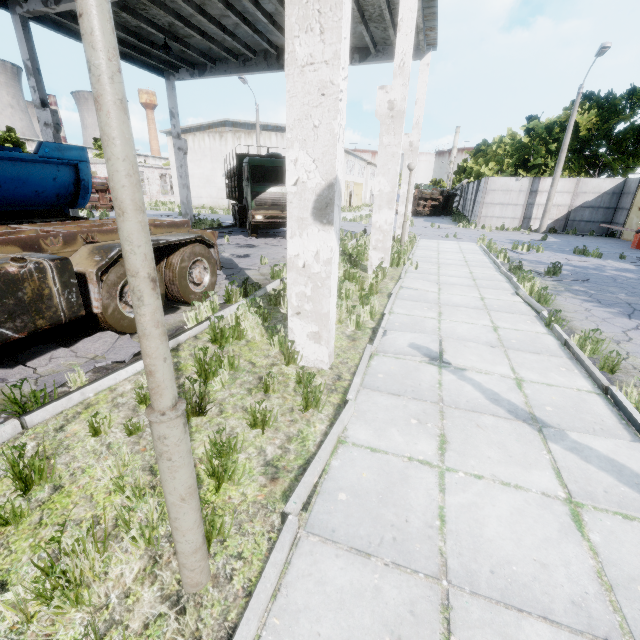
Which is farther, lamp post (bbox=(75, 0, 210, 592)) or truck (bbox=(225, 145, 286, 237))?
truck (bbox=(225, 145, 286, 237))

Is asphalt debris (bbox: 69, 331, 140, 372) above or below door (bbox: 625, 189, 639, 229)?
below

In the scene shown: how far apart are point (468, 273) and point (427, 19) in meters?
9.1 m

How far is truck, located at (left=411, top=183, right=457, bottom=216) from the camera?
35.4 meters

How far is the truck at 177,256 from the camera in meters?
6.1

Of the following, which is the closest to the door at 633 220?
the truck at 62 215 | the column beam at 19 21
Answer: the column beam at 19 21

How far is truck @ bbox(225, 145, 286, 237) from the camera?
14.46m

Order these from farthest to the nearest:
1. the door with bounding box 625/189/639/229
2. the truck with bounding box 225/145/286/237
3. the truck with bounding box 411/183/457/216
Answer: the truck with bounding box 411/183/457/216 → the door with bounding box 625/189/639/229 → the truck with bounding box 225/145/286/237
